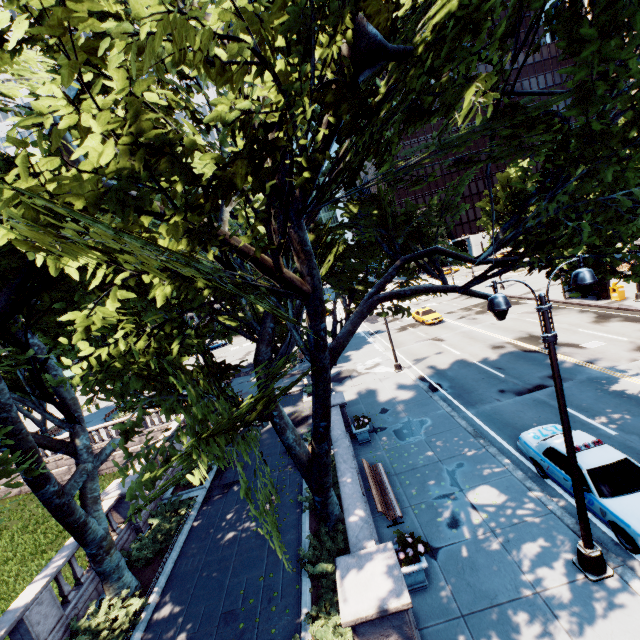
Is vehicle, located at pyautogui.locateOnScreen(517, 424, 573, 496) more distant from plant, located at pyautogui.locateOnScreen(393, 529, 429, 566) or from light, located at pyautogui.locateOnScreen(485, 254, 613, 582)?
plant, located at pyautogui.locateOnScreen(393, 529, 429, 566)

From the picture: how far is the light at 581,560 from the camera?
6.65m

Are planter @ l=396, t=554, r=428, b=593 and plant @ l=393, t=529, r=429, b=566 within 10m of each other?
yes

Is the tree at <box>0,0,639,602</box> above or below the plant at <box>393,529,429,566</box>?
above

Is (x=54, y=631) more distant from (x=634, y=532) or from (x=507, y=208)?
(x=507, y=208)

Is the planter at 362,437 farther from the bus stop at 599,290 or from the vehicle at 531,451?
the bus stop at 599,290

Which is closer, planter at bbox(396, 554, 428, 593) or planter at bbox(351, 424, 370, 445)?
planter at bbox(396, 554, 428, 593)

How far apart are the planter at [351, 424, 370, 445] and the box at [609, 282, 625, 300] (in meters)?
23.02
